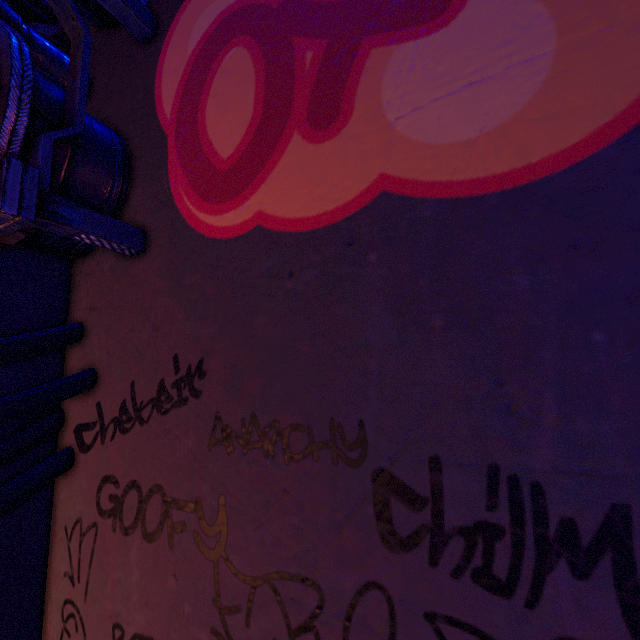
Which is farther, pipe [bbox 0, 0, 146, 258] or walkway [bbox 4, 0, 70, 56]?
walkway [bbox 4, 0, 70, 56]

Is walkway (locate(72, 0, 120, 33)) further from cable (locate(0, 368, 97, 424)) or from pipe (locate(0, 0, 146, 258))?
cable (locate(0, 368, 97, 424))

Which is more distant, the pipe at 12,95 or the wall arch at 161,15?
the pipe at 12,95

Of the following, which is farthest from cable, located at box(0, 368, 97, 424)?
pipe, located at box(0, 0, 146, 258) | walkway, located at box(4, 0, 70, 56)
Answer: walkway, located at box(4, 0, 70, 56)

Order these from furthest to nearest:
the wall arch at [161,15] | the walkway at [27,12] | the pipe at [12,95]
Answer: the walkway at [27,12] → the pipe at [12,95] → the wall arch at [161,15]

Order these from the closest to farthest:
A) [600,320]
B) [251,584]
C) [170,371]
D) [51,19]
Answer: [600,320] → [251,584] → [170,371] → [51,19]

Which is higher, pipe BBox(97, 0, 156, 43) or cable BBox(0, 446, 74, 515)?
pipe BBox(97, 0, 156, 43)
